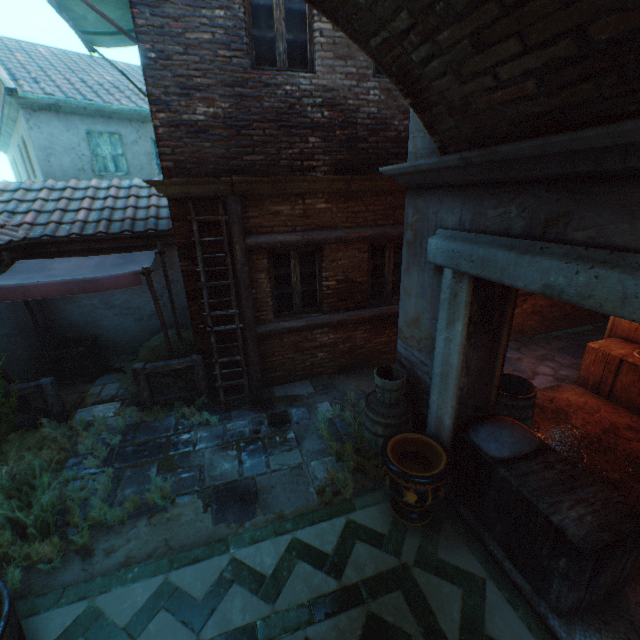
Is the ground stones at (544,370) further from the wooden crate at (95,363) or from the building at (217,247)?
the wooden crate at (95,363)

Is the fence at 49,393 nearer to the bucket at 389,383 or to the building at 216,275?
the building at 216,275

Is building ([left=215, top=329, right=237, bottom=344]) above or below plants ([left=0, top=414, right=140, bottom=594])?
above

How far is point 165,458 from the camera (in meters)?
4.90

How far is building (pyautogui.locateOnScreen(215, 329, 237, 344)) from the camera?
6.0 meters

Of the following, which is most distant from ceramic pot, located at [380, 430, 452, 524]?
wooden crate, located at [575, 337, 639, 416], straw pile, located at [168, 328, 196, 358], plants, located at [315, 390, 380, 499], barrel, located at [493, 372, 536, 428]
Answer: straw pile, located at [168, 328, 196, 358]

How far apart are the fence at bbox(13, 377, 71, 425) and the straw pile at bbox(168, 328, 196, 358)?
1.1 meters
